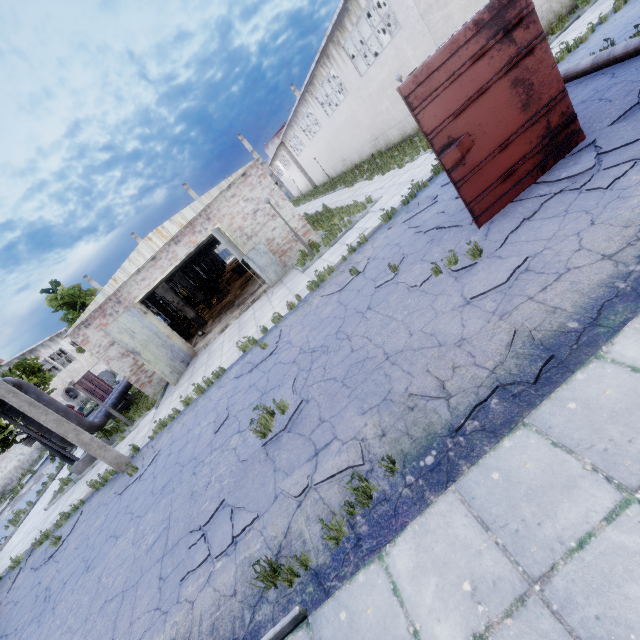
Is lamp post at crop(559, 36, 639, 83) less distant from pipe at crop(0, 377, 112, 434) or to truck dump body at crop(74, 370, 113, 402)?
pipe at crop(0, 377, 112, 434)

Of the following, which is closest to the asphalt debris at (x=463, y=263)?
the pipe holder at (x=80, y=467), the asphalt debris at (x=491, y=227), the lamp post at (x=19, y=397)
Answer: the asphalt debris at (x=491, y=227)

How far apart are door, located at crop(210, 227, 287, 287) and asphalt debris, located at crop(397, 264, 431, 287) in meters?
7.3

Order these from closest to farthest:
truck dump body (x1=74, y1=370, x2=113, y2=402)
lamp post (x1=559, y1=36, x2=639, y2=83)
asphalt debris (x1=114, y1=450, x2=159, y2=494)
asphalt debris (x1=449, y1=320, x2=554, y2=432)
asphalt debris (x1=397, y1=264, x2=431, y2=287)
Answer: asphalt debris (x1=449, y1=320, x2=554, y2=432)
asphalt debris (x1=397, y1=264, x2=431, y2=287)
lamp post (x1=559, y1=36, x2=639, y2=83)
asphalt debris (x1=114, y1=450, x2=159, y2=494)
truck dump body (x1=74, y1=370, x2=113, y2=402)

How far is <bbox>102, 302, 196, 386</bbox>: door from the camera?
14.16m

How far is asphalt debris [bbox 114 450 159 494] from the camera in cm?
952

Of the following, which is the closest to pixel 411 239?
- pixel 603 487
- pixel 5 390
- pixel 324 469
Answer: pixel 324 469

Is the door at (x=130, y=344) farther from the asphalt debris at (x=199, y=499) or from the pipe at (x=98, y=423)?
the asphalt debris at (x=199, y=499)
